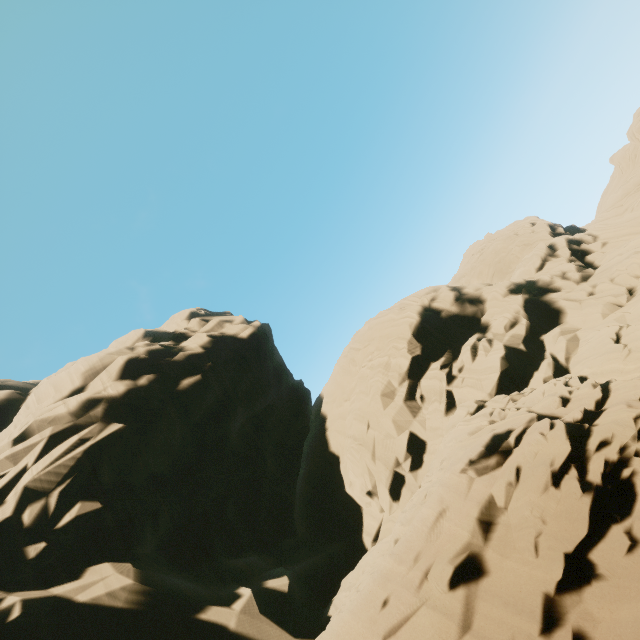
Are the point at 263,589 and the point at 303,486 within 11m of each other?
yes
